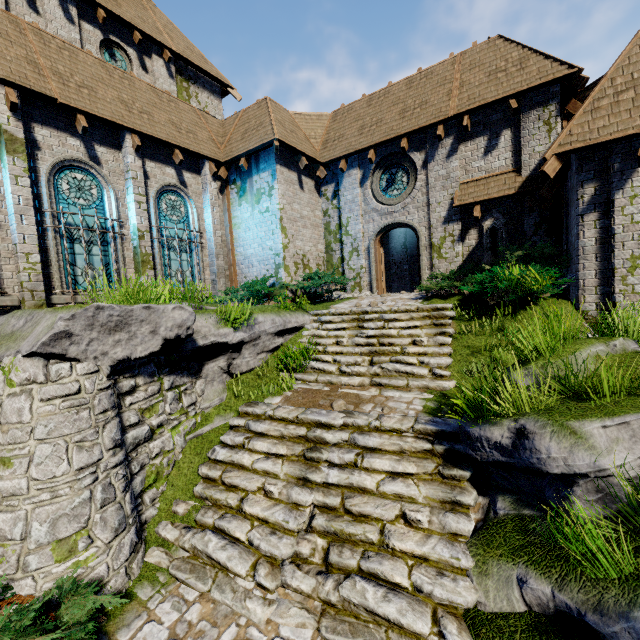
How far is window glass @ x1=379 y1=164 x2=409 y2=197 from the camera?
12.7m

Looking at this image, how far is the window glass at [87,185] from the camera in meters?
9.2

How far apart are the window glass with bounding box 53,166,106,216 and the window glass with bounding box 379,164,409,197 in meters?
9.9

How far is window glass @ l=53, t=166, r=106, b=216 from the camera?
9.2m

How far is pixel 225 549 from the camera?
4.8 meters

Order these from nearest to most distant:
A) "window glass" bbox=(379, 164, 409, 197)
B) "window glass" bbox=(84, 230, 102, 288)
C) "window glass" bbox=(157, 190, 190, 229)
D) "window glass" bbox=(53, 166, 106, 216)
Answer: "window glass" bbox=(53, 166, 106, 216) < "window glass" bbox=(84, 230, 102, 288) < "window glass" bbox=(157, 190, 190, 229) < "window glass" bbox=(379, 164, 409, 197)

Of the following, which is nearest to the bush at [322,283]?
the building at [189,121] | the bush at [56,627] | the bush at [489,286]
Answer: the building at [189,121]

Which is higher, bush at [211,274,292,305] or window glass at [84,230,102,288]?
window glass at [84,230,102,288]
